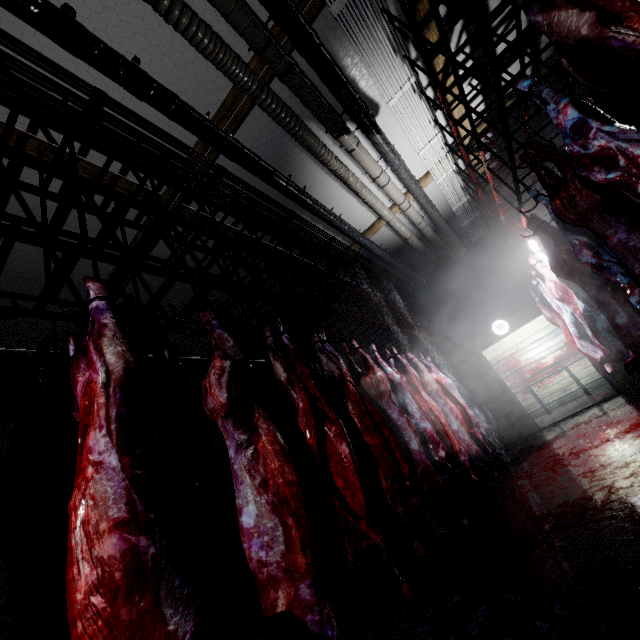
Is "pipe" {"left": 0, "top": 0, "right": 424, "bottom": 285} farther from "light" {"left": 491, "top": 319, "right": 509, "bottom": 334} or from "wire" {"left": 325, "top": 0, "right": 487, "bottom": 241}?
"light" {"left": 491, "top": 319, "right": 509, "bottom": 334}

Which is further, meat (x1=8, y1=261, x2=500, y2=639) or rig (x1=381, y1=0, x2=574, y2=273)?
rig (x1=381, y1=0, x2=574, y2=273)

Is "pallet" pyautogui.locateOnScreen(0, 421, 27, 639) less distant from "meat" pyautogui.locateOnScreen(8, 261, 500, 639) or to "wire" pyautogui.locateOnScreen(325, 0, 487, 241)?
"meat" pyautogui.locateOnScreen(8, 261, 500, 639)

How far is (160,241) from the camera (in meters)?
4.12

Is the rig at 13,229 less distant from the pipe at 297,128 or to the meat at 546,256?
the pipe at 297,128

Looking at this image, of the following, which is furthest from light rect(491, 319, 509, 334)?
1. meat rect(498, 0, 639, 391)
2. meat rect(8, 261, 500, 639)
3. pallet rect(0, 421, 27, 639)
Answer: meat rect(8, 261, 500, 639)

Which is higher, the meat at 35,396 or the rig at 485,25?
the rig at 485,25

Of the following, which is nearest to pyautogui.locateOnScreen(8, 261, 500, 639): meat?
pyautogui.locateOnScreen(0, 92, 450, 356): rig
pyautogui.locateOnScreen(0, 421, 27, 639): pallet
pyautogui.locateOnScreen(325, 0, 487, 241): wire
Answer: pyautogui.locateOnScreen(0, 92, 450, 356): rig
